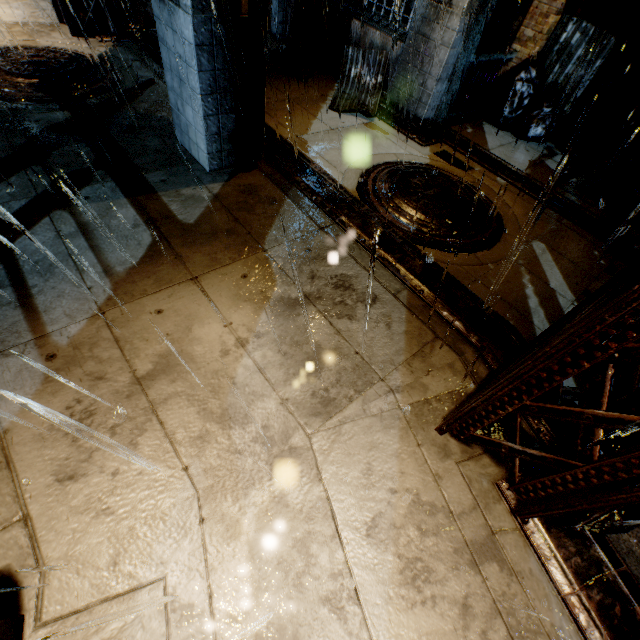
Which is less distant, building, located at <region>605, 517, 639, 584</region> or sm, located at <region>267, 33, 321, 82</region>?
building, located at <region>605, 517, 639, 584</region>

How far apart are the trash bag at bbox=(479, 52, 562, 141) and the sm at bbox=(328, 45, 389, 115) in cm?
250

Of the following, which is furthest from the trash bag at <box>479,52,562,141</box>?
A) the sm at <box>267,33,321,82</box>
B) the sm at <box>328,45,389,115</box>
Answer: the sm at <box>267,33,321,82</box>

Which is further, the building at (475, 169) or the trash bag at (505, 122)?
the trash bag at (505, 122)

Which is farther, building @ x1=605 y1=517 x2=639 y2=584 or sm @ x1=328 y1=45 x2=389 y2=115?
sm @ x1=328 y1=45 x2=389 y2=115

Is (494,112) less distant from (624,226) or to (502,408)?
(624,226)

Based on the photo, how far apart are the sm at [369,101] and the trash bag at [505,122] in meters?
2.5 m

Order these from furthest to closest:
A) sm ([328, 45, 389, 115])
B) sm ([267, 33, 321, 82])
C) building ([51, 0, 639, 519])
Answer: sm ([267, 33, 321, 82]), sm ([328, 45, 389, 115]), building ([51, 0, 639, 519])
